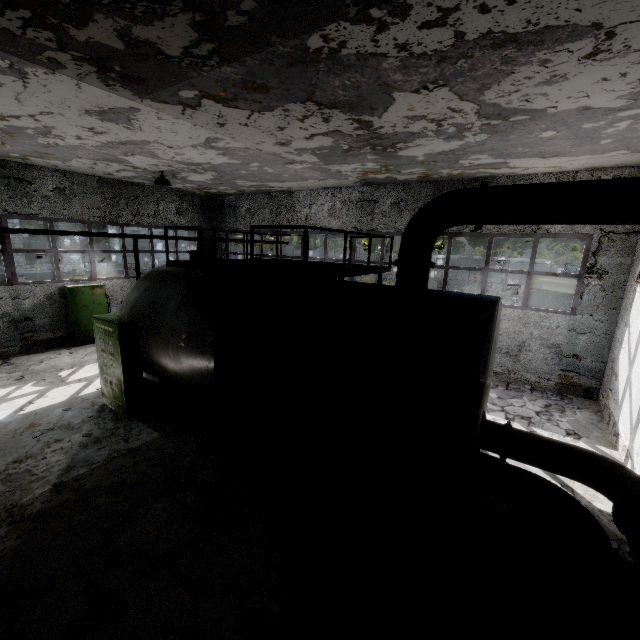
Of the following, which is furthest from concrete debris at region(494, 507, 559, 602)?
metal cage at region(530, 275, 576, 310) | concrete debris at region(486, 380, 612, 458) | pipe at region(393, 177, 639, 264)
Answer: pipe at region(393, 177, 639, 264)

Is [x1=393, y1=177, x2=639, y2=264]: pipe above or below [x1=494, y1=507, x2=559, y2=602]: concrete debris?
above

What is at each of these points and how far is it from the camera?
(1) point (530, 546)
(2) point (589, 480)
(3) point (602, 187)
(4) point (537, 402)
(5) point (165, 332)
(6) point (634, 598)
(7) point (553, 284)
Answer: (1) concrete debris, 4.8 meters
(2) pipe, 5.2 meters
(3) pipe, 4.2 meters
(4) concrete debris, 9.6 meters
(5) boiler tank, 7.6 meters
(6) concrete debris, 4.3 meters
(7) metal cage, 14.9 meters

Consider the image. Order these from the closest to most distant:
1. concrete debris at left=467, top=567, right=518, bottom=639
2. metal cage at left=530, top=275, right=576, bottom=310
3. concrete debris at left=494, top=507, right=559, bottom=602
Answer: concrete debris at left=467, top=567, right=518, bottom=639 → concrete debris at left=494, top=507, right=559, bottom=602 → metal cage at left=530, top=275, right=576, bottom=310

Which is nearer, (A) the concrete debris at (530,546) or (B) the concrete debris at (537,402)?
(A) the concrete debris at (530,546)

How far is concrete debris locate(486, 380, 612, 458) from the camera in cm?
807

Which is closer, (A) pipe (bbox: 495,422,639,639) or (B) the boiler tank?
(A) pipe (bbox: 495,422,639,639)

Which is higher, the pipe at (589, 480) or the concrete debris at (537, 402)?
the pipe at (589, 480)
